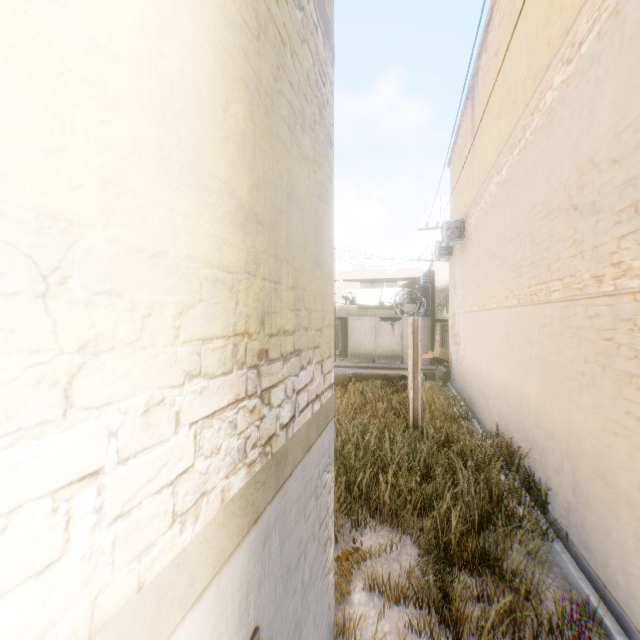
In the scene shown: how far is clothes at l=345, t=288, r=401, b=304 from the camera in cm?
2544

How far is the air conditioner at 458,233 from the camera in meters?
11.9 m

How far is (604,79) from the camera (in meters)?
3.52

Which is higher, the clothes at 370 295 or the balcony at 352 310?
the clothes at 370 295

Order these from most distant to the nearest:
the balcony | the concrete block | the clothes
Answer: the clothes, the balcony, the concrete block

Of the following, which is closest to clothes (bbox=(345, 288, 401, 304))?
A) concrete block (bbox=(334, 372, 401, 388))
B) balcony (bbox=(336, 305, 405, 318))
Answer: balcony (bbox=(336, 305, 405, 318))

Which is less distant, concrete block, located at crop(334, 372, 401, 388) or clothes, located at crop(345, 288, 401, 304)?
concrete block, located at crop(334, 372, 401, 388)

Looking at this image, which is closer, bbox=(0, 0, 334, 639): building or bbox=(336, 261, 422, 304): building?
bbox=(0, 0, 334, 639): building
